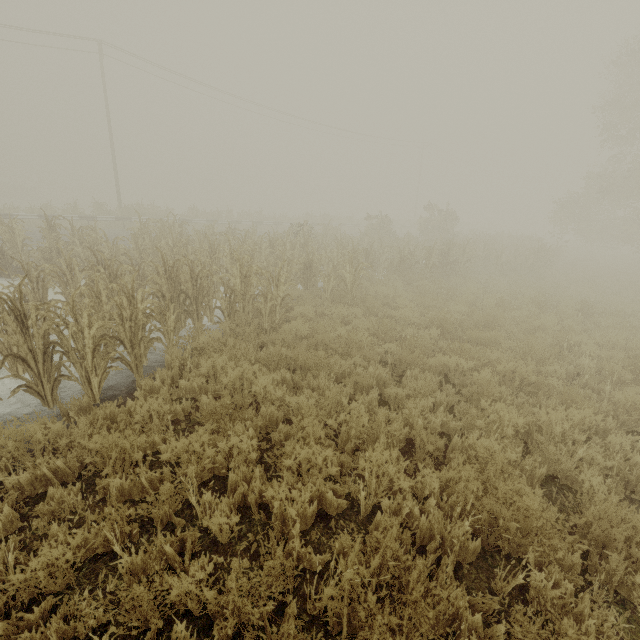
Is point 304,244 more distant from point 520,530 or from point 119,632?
point 119,632
